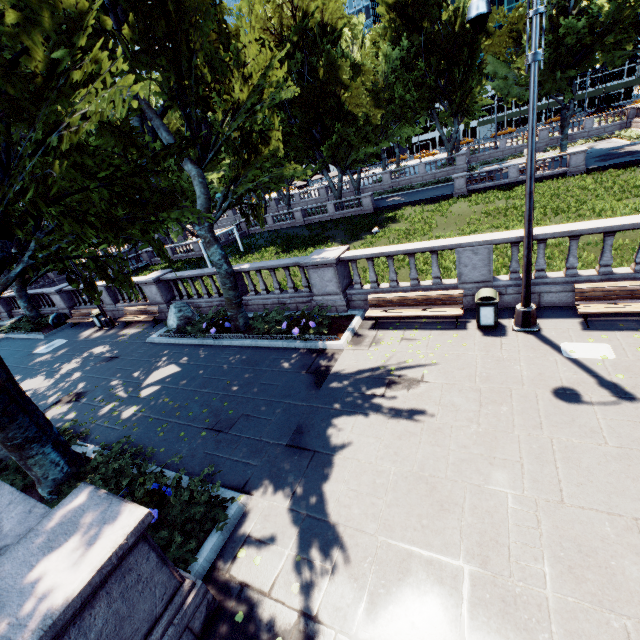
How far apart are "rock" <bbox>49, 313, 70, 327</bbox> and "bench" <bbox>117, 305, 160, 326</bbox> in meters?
6.8 m

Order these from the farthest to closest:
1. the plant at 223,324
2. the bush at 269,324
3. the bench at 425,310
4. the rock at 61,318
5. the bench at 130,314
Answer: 1. the rock at 61,318
2. the bench at 130,314
3. the plant at 223,324
4. the bush at 269,324
5. the bench at 425,310

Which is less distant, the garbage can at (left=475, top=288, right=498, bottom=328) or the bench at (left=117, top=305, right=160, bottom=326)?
the garbage can at (left=475, top=288, right=498, bottom=328)

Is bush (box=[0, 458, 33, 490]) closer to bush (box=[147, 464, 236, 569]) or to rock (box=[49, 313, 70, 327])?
bush (box=[147, 464, 236, 569])

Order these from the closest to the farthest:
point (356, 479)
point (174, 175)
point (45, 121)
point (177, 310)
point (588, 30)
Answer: point (45, 121), point (356, 479), point (174, 175), point (177, 310), point (588, 30)

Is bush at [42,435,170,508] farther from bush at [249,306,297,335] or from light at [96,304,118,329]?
light at [96,304,118,329]

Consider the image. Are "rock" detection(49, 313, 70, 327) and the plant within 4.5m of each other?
no

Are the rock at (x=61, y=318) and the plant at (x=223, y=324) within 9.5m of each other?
no
